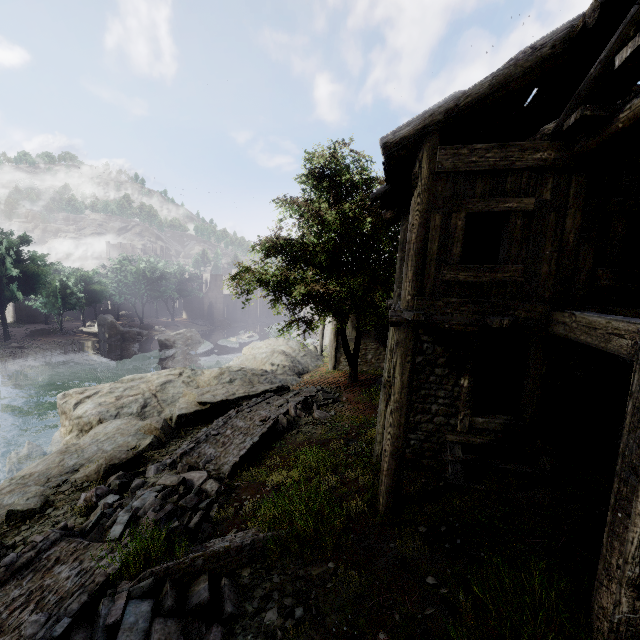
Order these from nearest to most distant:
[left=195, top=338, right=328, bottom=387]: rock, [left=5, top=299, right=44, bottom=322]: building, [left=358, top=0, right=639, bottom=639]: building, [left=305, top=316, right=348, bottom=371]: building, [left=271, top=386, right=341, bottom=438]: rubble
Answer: [left=358, top=0, right=639, bottom=639]: building < [left=271, top=386, right=341, bottom=438]: rubble < [left=195, top=338, right=328, bottom=387]: rock < [left=305, top=316, right=348, bottom=371]: building < [left=5, top=299, right=44, bottom=322]: building

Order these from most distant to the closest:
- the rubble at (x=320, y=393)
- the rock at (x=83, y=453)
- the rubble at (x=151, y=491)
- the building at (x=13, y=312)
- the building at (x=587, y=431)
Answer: the building at (x=13, y=312) < the rubble at (x=320, y=393) < the rock at (x=83, y=453) < the rubble at (x=151, y=491) < the building at (x=587, y=431)

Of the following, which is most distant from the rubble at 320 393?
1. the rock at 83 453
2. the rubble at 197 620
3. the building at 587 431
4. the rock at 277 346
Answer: the rubble at 197 620

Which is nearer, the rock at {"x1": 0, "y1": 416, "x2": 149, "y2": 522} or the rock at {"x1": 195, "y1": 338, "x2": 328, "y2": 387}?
the rock at {"x1": 0, "y1": 416, "x2": 149, "y2": 522}

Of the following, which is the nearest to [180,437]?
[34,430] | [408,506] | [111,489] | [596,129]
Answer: [111,489]

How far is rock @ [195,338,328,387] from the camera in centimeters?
1819cm

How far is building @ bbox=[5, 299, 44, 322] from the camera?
48.7 meters

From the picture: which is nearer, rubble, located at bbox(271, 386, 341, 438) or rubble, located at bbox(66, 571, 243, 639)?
rubble, located at bbox(66, 571, 243, 639)
